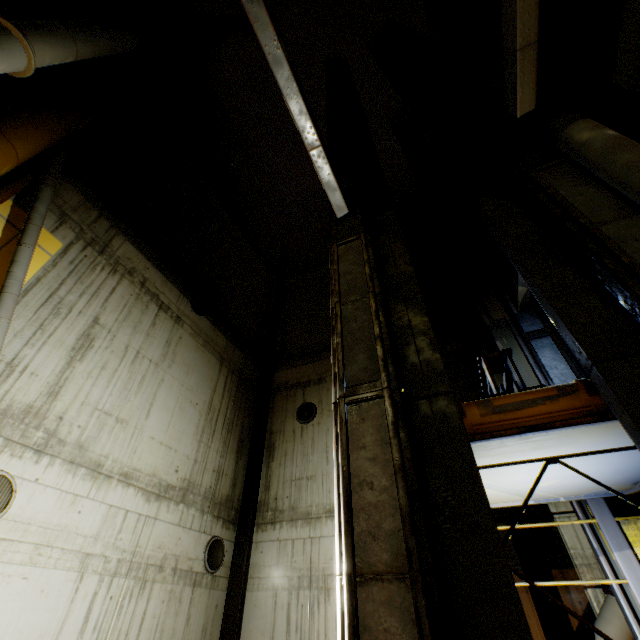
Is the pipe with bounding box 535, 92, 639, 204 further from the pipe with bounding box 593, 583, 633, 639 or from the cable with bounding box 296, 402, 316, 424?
the cable with bounding box 296, 402, 316, 424

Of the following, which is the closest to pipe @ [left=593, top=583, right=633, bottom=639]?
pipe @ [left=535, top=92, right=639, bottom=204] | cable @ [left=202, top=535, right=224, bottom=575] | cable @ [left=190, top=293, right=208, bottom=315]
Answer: pipe @ [left=535, top=92, right=639, bottom=204]

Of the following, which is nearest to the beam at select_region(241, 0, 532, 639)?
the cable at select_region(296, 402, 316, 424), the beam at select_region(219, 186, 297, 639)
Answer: the cable at select_region(296, 402, 316, 424)

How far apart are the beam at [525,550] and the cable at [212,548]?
7.31m

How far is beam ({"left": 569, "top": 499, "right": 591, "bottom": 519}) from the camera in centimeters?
492cm

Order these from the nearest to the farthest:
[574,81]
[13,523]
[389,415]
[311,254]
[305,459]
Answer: [389,415] < [13,523] < [574,81] < [305,459] < [311,254]

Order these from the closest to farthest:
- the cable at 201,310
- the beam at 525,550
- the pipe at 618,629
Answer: the pipe at 618,629
the beam at 525,550
the cable at 201,310

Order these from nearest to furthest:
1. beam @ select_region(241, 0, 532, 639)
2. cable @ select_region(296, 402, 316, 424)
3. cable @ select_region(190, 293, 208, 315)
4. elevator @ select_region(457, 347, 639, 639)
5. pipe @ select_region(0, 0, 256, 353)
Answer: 1. beam @ select_region(241, 0, 532, 639)
2. elevator @ select_region(457, 347, 639, 639)
3. pipe @ select_region(0, 0, 256, 353)
4. cable @ select_region(190, 293, 208, 315)
5. cable @ select_region(296, 402, 316, 424)
